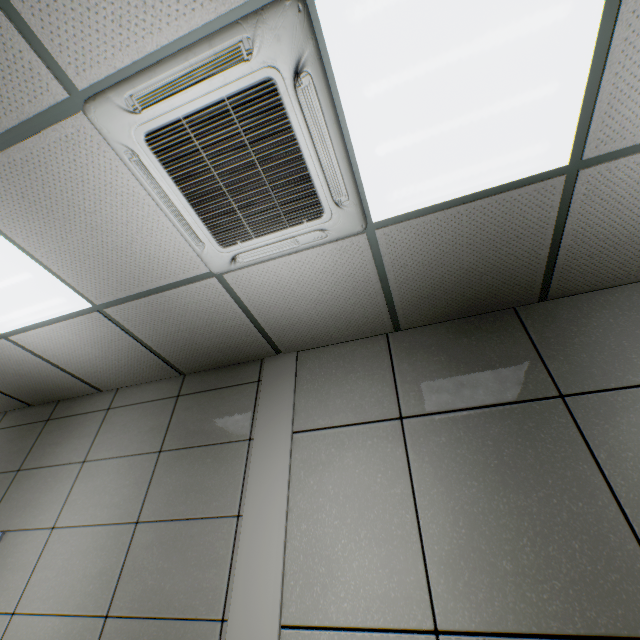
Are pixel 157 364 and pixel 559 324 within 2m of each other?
no
